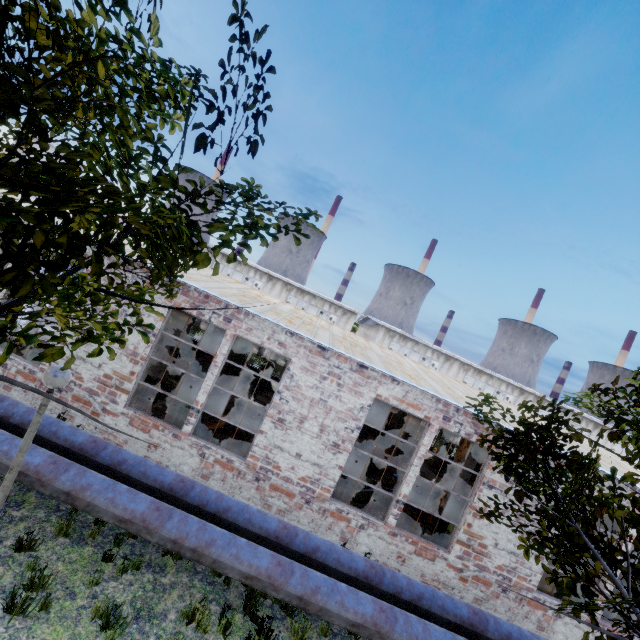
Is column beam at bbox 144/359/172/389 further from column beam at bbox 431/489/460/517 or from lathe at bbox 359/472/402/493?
column beam at bbox 431/489/460/517

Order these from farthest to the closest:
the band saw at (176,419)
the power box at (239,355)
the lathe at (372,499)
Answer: the power box at (239,355), the lathe at (372,499), the band saw at (176,419)

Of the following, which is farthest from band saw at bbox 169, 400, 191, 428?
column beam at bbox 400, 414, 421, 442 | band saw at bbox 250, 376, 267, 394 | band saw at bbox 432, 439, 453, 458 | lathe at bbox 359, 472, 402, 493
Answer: band saw at bbox 432, 439, 453, 458

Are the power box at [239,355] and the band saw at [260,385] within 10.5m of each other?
yes

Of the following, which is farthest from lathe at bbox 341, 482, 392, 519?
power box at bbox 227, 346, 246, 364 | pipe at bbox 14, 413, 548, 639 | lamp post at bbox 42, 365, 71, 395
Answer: power box at bbox 227, 346, 246, 364

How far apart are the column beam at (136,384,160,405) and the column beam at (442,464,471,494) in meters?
11.3 m

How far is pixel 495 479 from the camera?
8.95m

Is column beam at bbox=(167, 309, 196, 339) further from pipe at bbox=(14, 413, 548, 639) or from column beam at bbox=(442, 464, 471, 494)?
column beam at bbox=(442, 464, 471, 494)
